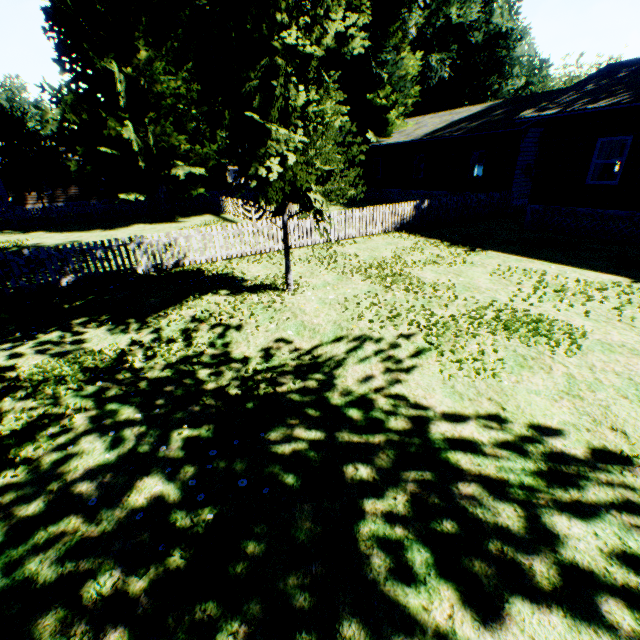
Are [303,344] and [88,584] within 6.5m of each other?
yes

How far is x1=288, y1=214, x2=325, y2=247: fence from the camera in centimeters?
1309cm

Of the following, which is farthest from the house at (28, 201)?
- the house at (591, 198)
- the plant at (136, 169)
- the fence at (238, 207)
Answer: the house at (591, 198)

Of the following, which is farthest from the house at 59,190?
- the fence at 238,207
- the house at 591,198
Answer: the house at 591,198

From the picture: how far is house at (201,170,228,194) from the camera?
37.25m

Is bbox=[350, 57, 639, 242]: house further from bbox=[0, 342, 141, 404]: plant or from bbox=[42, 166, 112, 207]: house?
bbox=[42, 166, 112, 207]: house

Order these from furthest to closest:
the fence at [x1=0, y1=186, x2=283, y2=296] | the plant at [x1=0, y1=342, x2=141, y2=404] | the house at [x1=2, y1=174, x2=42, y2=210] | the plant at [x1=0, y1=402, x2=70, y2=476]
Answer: the house at [x1=2, y1=174, x2=42, y2=210] → the fence at [x1=0, y1=186, x2=283, y2=296] → the plant at [x1=0, y1=342, x2=141, y2=404] → the plant at [x1=0, y1=402, x2=70, y2=476]
